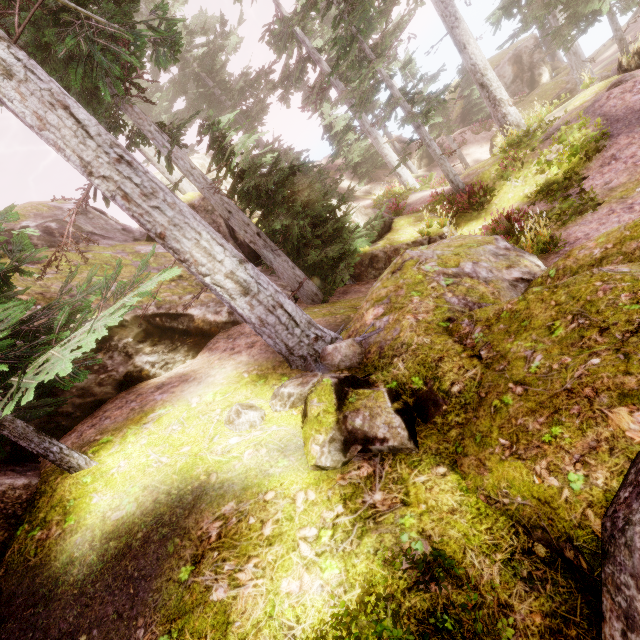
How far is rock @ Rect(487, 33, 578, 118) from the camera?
22.3 meters

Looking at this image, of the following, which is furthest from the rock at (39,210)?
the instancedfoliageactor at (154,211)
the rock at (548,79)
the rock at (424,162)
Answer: the rock at (548,79)

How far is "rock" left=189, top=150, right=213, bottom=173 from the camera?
17.9m

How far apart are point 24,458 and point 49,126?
5.3m

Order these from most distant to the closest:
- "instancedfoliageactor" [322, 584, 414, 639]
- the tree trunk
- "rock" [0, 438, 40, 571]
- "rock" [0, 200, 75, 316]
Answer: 1. the tree trunk
2. "rock" [0, 200, 75, 316]
3. "rock" [0, 438, 40, 571]
4. "instancedfoliageactor" [322, 584, 414, 639]

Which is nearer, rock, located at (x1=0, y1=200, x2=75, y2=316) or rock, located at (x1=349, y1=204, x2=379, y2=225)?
rock, located at (x1=0, y1=200, x2=75, y2=316)

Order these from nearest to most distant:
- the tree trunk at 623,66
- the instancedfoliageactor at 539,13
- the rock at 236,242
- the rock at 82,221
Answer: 1. the rock at 82,221
2. the rock at 236,242
3. the tree trunk at 623,66
4. the instancedfoliageactor at 539,13
